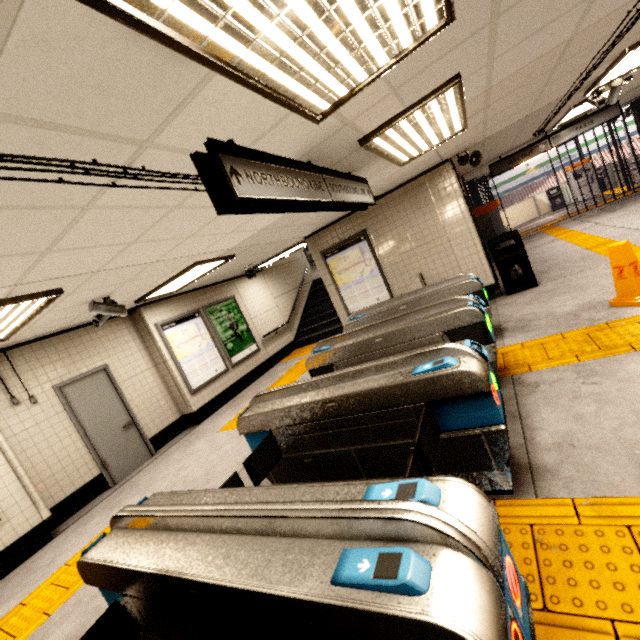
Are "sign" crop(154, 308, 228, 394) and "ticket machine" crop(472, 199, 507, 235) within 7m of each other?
no

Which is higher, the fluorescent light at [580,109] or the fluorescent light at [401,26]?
the fluorescent light at [580,109]

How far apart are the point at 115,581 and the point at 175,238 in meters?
3.1

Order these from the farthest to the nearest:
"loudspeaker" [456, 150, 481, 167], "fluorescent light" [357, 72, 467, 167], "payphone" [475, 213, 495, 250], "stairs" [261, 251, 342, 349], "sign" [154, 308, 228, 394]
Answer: "stairs" [261, 251, 342, 349] → "payphone" [475, 213, 495, 250] → "sign" [154, 308, 228, 394] → "loudspeaker" [456, 150, 481, 167] → "fluorescent light" [357, 72, 467, 167]

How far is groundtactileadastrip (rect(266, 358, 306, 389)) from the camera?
7.57m

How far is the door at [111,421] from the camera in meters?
5.8

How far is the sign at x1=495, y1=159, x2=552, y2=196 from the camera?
23.6 meters

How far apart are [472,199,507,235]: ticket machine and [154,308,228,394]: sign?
8.1 meters
